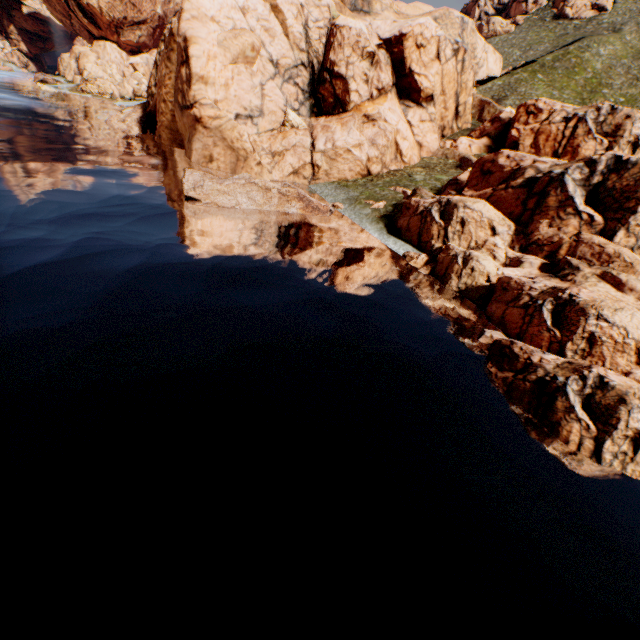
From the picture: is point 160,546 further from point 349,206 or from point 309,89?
point 309,89
